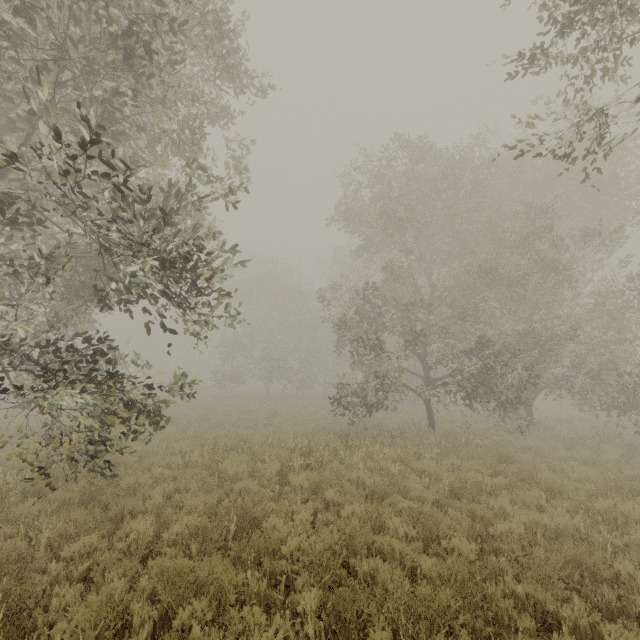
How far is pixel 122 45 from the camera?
5.8 meters
